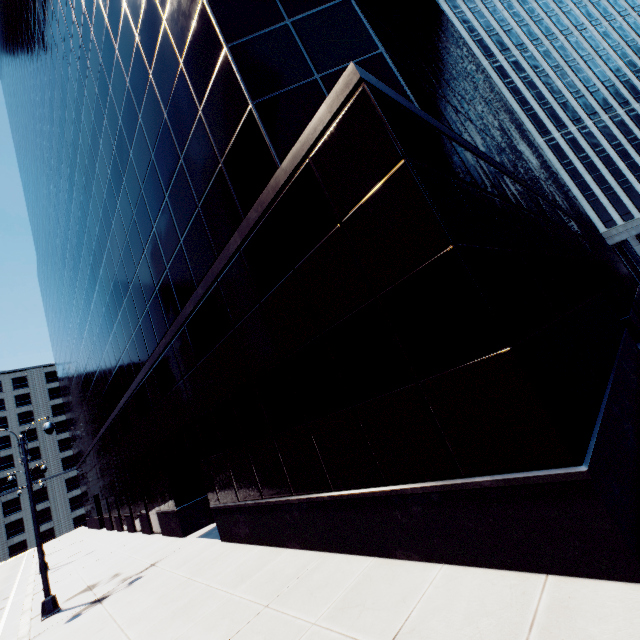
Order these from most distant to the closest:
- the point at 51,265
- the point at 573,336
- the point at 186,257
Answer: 1. the point at 51,265
2. the point at 186,257
3. the point at 573,336
